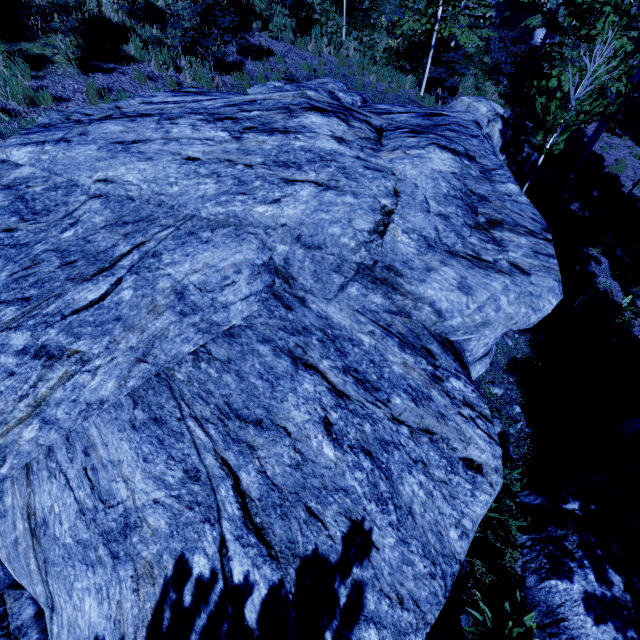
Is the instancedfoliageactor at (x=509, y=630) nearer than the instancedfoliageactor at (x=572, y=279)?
Yes

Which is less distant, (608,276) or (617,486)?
(617,486)

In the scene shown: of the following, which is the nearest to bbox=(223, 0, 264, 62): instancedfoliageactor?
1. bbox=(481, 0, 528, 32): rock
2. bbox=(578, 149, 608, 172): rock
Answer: bbox=(578, 149, 608, 172): rock

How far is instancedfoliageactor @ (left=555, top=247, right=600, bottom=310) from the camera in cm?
818

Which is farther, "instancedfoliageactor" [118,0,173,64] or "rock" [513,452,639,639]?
"instancedfoliageactor" [118,0,173,64]

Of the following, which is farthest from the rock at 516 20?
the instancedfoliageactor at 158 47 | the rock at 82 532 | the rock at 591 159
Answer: the rock at 82 532

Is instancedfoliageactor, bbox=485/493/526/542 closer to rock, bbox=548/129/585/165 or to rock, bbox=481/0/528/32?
rock, bbox=548/129/585/165

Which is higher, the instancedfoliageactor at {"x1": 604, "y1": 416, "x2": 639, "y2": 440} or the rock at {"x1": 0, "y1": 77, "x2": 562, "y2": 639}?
the rock at {"x1": 0, "y1": 77, "x2": 562, "y2": 639}
